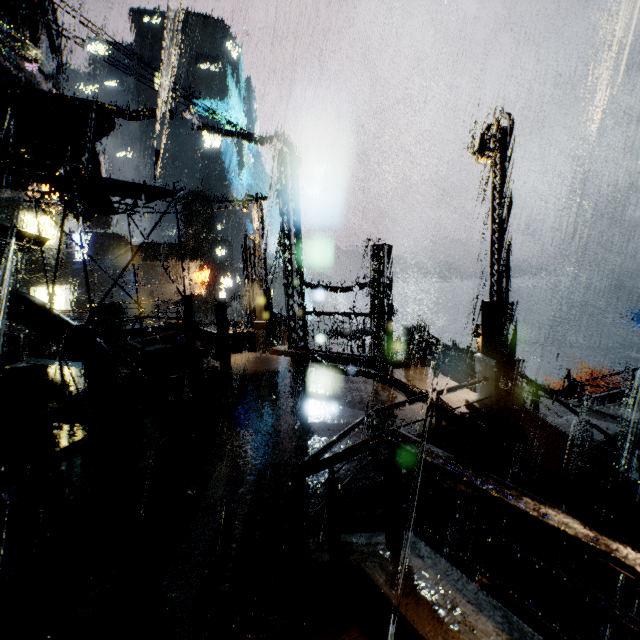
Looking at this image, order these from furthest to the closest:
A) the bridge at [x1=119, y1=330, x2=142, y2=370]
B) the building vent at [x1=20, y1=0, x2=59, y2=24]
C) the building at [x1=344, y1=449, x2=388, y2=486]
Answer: the bridge at [x1=119, y1=330, x2=142, y2=370]
the building vent at [x1=20, y1=0, x2=59, y2=24]
the building at [x1=344, y1=449, x2=388, y2=486]

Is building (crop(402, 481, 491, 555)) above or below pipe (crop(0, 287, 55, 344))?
below

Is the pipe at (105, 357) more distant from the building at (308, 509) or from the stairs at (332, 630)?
the stairs at (332, 630)

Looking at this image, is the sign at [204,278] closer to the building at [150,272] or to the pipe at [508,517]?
the building at [150,272]

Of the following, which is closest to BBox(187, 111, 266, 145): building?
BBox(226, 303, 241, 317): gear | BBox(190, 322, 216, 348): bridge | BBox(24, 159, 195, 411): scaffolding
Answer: BBox(190, 322, 216, 348): bridge

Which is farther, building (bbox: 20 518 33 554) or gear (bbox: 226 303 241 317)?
gear (bbox: 226 303 241 317)

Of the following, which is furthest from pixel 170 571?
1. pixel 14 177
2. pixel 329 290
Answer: pixel 14 177
